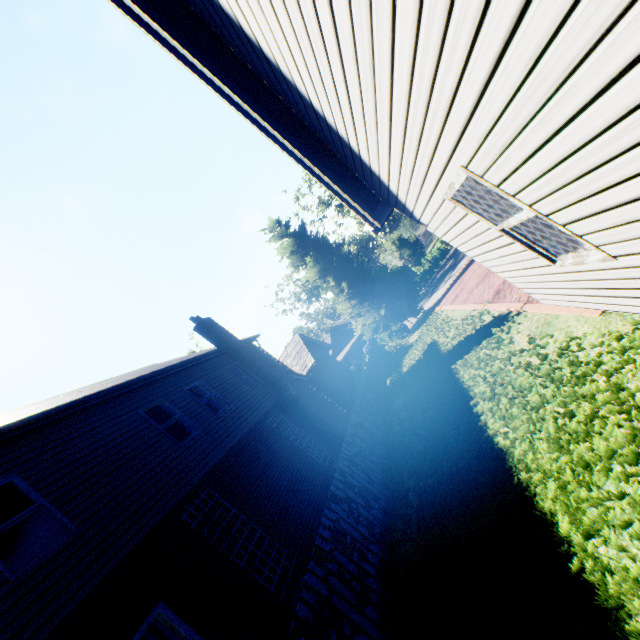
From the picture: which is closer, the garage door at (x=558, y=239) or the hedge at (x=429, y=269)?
the garage door at (x=558, y=239)

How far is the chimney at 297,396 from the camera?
13.5 meters

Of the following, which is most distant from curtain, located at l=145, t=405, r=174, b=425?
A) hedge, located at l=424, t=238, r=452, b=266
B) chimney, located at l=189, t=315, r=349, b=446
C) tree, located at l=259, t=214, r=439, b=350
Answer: hedge, located at l=424, t=238, r=452, b=266

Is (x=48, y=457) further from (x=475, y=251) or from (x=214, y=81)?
(x=475, y=251)

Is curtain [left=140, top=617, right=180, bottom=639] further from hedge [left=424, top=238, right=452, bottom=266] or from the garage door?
hedge [left=424, top=238, right=452, bottom=266]

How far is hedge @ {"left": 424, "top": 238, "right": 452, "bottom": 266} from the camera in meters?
40.1 m

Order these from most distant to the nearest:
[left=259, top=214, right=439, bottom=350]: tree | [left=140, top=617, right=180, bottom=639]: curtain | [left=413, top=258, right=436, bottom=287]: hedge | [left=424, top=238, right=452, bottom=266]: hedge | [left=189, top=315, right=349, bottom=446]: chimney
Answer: [left=413, top=258, right=436, bottom=287]: hedge
[left=424, top=238, right=452, bottom=266]: hedge
[left=259, top=214, right=439, bottom=350]: tree
[left=189, top=315, right=349, bottom=446]: chimney
[left=140, top=617, right=180, bottom=639]: curtain

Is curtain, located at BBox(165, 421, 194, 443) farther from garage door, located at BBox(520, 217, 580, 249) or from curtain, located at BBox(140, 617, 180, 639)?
garage door, located at BBox(520, 217, 580, 249)
